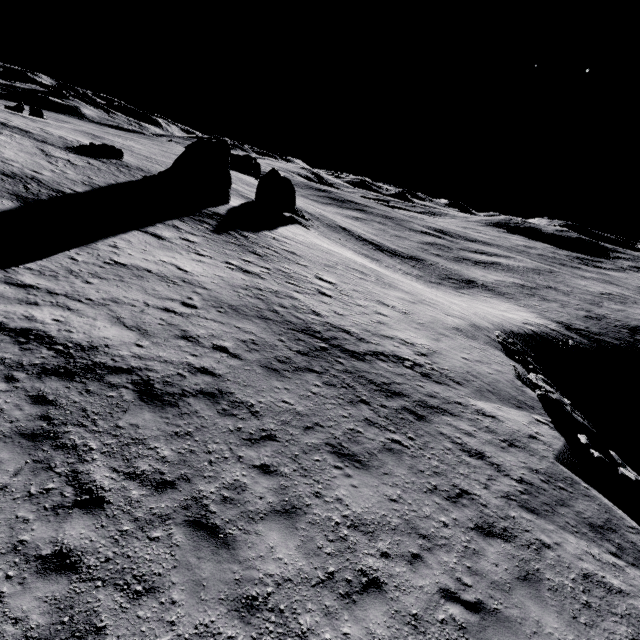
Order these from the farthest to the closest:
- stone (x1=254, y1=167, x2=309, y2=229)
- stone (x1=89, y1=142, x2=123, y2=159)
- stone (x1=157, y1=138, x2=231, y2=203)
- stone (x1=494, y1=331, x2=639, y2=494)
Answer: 1. stone (x1=254, y1=167, x2=309, y2=229)
2. stone (x1=89, y1=142, x2=123, y2=159)
3. stone (x1=157, y1=138, x2=231, y2=203)
4. stone (x1=494, y1=331, x2=639, y2=494)

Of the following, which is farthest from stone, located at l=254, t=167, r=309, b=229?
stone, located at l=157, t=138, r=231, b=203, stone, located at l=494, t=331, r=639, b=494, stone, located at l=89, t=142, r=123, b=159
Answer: stone, located at l=494, t=331, r=639, b=494

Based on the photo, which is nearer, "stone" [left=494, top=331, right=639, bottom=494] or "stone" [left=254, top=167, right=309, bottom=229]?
"stone" [left=494, top=331, right=639, bottom=494]

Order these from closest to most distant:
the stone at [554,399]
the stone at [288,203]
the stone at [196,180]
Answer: the stone at [554,399]
the stone at [196,180]
the stone at [288,203]

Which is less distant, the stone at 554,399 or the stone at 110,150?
the stone at 554,399

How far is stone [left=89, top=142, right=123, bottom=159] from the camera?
35.91m

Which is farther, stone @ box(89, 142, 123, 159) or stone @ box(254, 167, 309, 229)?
stone @ box(254, 167, 309, 229)

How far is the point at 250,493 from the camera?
7.5m
